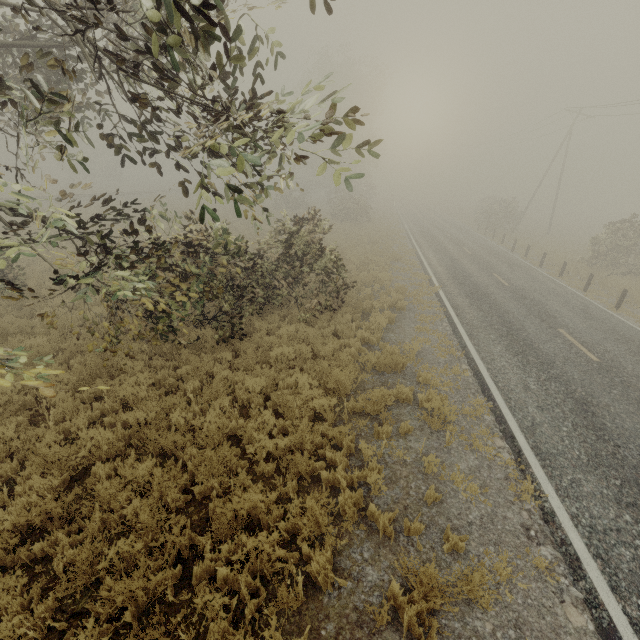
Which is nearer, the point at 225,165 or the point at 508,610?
the point at 225,165

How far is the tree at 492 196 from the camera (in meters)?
34.12

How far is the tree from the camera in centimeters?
3412cm
